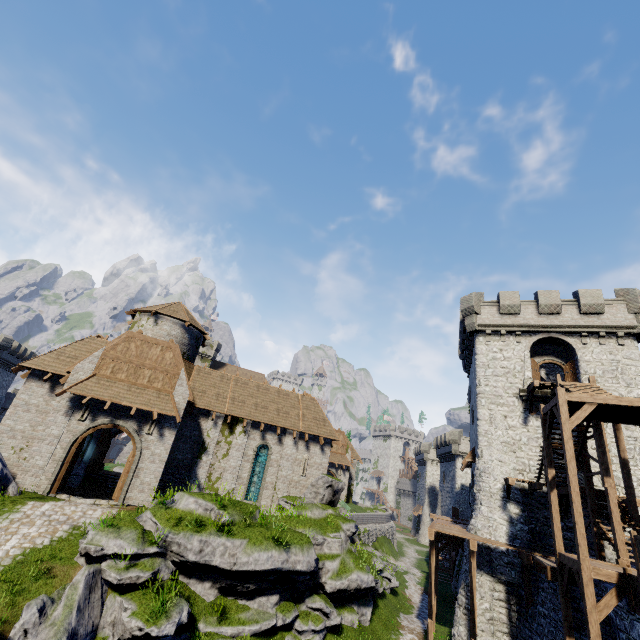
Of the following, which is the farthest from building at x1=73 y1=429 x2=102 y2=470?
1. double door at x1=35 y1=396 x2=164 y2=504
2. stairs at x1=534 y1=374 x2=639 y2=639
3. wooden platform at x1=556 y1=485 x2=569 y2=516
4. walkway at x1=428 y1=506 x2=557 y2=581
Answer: stairs at x1=534 y1=374 x2=639 y2=639

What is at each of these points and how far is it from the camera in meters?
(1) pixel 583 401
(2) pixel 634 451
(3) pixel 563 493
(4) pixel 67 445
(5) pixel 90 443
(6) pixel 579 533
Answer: (1) stairs, 12.7
(2) building, 19.1
(3) wooden platform, 17.7
(4) double door, 16.7
(5) building, 24.3
(6) wooden post, 11.0

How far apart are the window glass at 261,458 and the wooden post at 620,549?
19.3m

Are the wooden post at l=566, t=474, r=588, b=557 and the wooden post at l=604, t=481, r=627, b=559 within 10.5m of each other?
yes

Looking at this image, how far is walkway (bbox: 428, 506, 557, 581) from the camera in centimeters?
1490cm

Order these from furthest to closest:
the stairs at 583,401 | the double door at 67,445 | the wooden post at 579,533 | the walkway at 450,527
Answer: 1. the double door at 67,445
2. the walkway at 450,527
3. the wooden post at 579,533
4. the stairs at 583,401

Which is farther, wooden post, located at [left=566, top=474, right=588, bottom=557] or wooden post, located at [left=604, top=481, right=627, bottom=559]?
wooden post, located at [left=604, top=481, right=627, bottom=559]

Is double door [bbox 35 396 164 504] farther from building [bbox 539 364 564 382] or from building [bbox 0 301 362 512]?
building [bbox 539 364 564 382]
